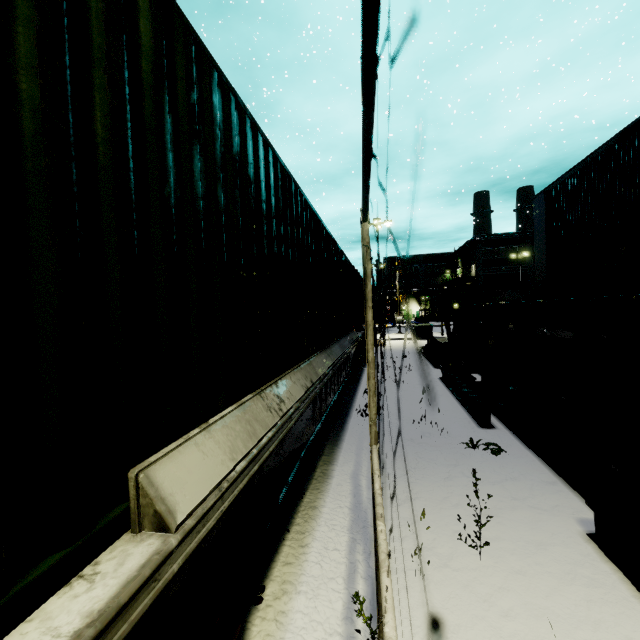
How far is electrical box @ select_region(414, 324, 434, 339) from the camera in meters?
25.5

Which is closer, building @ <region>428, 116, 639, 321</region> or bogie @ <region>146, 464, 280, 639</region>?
bogie @ <region>146, 464, 280, 639</region>

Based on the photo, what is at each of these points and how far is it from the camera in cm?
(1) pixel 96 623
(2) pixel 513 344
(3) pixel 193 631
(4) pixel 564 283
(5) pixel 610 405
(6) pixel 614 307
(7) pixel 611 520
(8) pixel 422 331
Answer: (1) flatcar, 92
(2) building, 1127
(3) bogie, 161
(4) building, 1119
(5) building, 651
(6) ceiling beam support, 480
(7) steel beam, 304
(8) electrical box, 2564

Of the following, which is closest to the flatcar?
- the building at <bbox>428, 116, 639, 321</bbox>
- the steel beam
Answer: the building at <bbox>428, 116, 639, 321</bbox>

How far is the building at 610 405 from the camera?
6.39m

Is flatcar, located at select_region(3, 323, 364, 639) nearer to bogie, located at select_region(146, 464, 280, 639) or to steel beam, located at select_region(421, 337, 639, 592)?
bogie, located at select_region(146, 464, 280, 639)

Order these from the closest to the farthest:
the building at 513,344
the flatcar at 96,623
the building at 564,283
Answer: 1. the flatcar at 96,623
2. the building at 564,283
3. the building at 513,344

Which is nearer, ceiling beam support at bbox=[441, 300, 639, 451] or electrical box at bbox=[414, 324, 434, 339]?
ceiling beam support at bbox=[441, 300, 639, 451]
